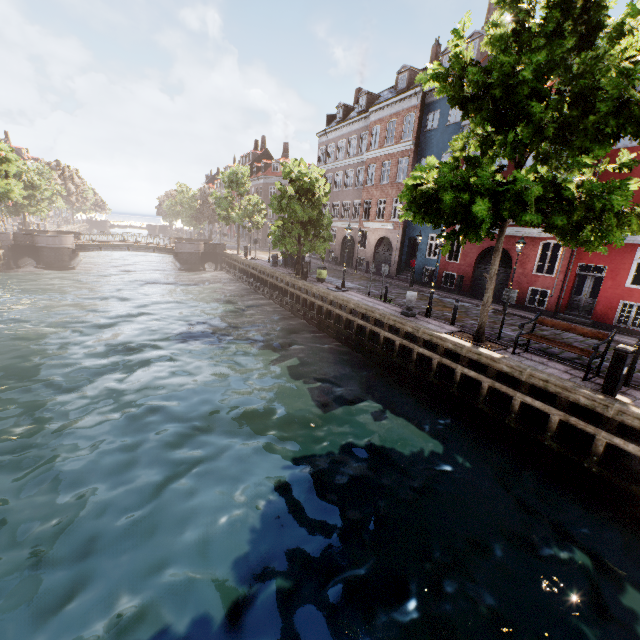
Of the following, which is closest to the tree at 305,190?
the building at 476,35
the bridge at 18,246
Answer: the bridge at 18,246

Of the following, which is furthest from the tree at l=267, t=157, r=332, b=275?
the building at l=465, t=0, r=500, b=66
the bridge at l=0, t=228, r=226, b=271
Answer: the building at l=465, t=0, r=500, b=66

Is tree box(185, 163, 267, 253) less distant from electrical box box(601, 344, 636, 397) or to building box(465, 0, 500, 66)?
electrical box box(601, 344, 636, 397)

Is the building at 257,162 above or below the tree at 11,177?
above

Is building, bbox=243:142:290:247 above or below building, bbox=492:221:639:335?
above

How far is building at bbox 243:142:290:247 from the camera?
50.06m

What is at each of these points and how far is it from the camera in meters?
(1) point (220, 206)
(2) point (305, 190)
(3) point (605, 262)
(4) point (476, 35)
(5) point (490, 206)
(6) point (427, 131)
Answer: (1) tree, 34.2 m
(2) tree, 21.4 m
(3) building, 15.3 m
(4) building, 20.5 m
(5) tree, 7.9 m
(6) building, 23.7 m

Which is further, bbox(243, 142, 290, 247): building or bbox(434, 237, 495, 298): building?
bbox(243, 142, 290, 247): building
